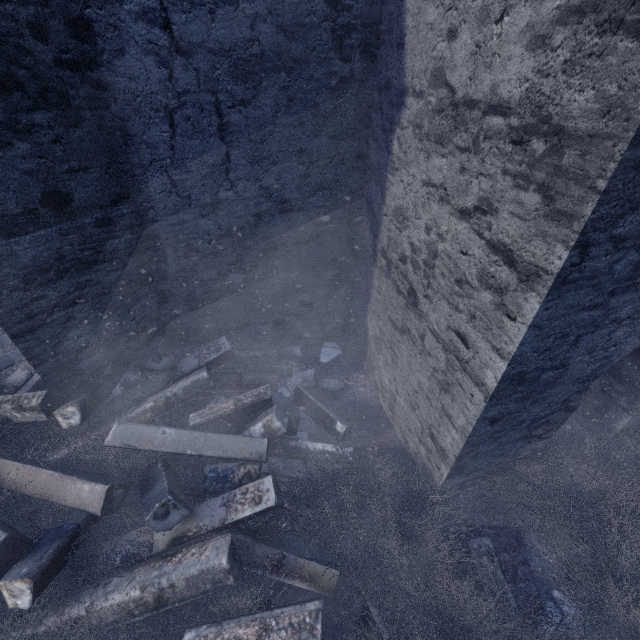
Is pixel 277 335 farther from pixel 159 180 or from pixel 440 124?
pixel 440 124

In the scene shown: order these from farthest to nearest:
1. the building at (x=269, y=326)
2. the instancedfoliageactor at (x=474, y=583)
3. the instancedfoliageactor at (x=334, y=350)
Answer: the instancedfoliageactor at (x=334, y=350)
the instancedfoliageactor at (x=474, y=583)
the building at (x=269, y=326)

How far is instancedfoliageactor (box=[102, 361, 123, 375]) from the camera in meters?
3.5 m

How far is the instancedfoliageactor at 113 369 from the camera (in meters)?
3.54

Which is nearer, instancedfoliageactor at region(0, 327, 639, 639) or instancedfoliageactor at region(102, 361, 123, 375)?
instancedfoliageactor at region(0, 327, 639, 639)

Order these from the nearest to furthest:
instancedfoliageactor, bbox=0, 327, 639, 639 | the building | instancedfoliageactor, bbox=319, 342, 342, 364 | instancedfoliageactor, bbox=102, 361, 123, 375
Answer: the building, instancedfoliageactor, bbox=0, 327, 639, 639, instancedfoliageactor, bbox=102, 361, 123, 375, instancedfoliageactor, bbox=319, 342, 342, 364
